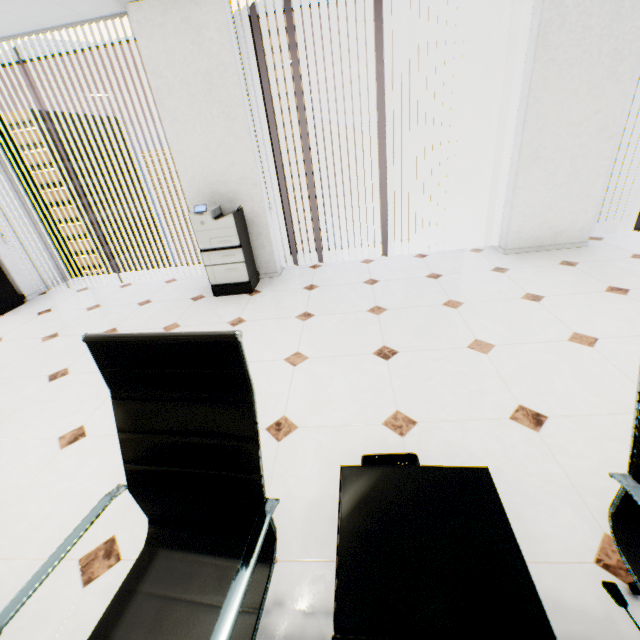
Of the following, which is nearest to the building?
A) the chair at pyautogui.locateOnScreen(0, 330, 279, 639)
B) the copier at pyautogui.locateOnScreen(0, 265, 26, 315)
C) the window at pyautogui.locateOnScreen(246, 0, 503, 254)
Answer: the copier at pyautogui.locateOnScreen(0, 265, 26, 315)

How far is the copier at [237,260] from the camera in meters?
3.7

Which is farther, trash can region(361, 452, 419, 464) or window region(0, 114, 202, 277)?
window region(0, 114, 202, 277)

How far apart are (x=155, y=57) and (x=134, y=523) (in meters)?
4.27

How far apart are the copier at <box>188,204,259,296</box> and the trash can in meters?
3.0 m

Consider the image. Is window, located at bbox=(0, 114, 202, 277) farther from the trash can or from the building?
the building

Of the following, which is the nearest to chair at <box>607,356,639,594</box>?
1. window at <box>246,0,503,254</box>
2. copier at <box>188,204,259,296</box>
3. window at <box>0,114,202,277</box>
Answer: copier at <box>188,204,259,296</box>

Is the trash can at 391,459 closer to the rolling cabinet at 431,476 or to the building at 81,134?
the rolling cabinet at 431,476
